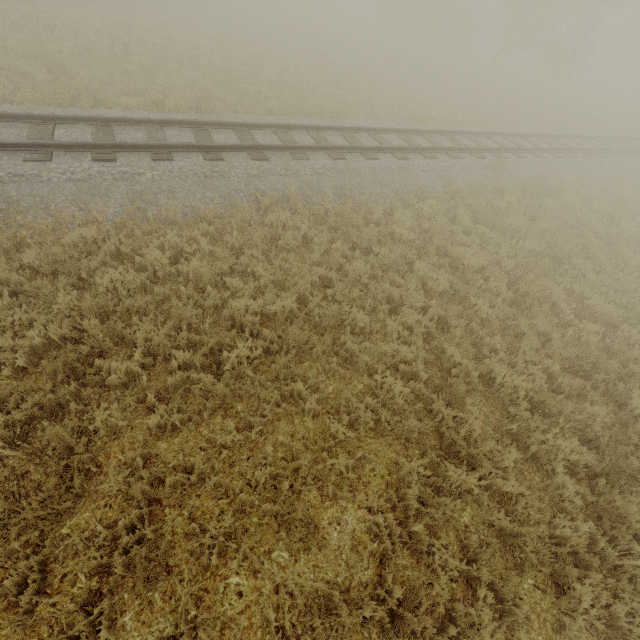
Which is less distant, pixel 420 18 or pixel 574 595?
pixel 574 595
